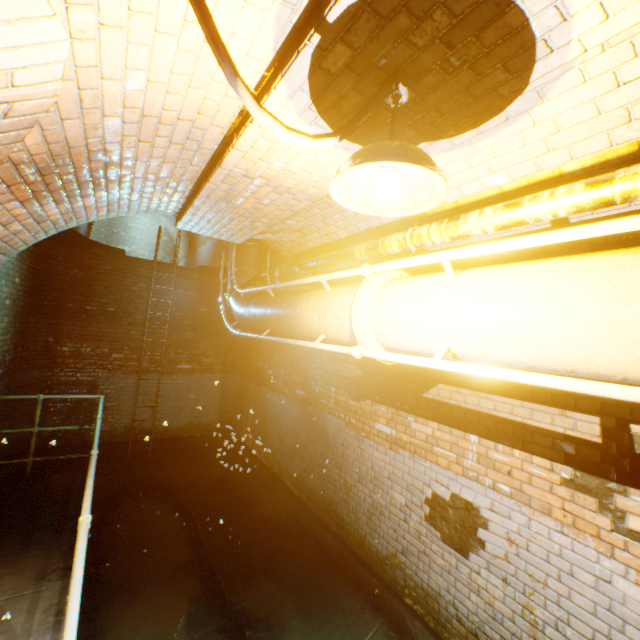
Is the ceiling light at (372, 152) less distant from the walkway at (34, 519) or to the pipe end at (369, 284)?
the pipe end at (369, 284)

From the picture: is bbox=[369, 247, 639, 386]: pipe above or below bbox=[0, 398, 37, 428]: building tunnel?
above

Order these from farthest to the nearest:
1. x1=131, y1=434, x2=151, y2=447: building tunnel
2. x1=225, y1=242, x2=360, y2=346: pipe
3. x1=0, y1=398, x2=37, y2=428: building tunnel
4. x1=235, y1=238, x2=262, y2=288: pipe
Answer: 1. x1=131, y1=434, x2=151, y2=447: building tunnel
2. x1=0, y1=398, x2=37, y2=428: building tunnel
3. x1=235, y1=238, x2=262, y2=288: pipe
4. x1=225, y1=242, x2=360, y2=346: pipe

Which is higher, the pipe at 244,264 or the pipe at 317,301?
the pipe at 244,264

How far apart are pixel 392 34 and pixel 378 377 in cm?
366

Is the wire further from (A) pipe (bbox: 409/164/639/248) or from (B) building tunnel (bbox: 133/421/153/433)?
(A) pipe (bbox: 409/164/639/248)

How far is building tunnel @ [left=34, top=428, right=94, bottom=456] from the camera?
6.6m

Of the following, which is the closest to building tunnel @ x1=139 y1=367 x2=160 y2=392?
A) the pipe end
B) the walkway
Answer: the walkway
